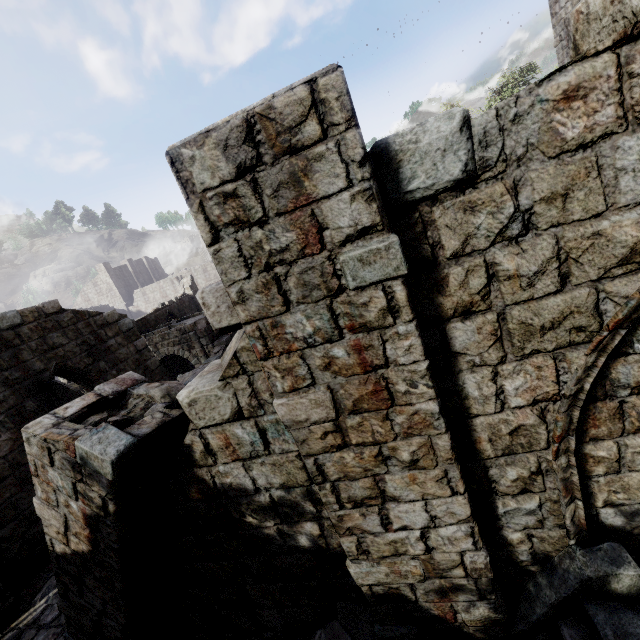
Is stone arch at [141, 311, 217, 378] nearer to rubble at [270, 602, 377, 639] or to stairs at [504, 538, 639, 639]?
rubble at [270, 602, 377, 639]

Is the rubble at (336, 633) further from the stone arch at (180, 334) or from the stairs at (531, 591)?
the stone arch at (180, 334)

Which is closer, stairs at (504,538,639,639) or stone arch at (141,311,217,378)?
stairs at (504,538,639,639)

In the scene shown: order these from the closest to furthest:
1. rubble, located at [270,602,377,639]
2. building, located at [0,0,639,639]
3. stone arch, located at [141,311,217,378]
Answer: building, located at [0,0,639,639] < rubble, located at [270,602,377,639] < stone arch, located at [141,311,217,378]

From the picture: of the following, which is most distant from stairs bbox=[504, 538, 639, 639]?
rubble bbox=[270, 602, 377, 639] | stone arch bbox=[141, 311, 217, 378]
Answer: stone arch bbox=[141, 311, 217, 378]

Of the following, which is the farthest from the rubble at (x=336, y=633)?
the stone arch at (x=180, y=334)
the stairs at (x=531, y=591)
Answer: the stone arch at (x=180, y=334)

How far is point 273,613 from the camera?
4.3m
